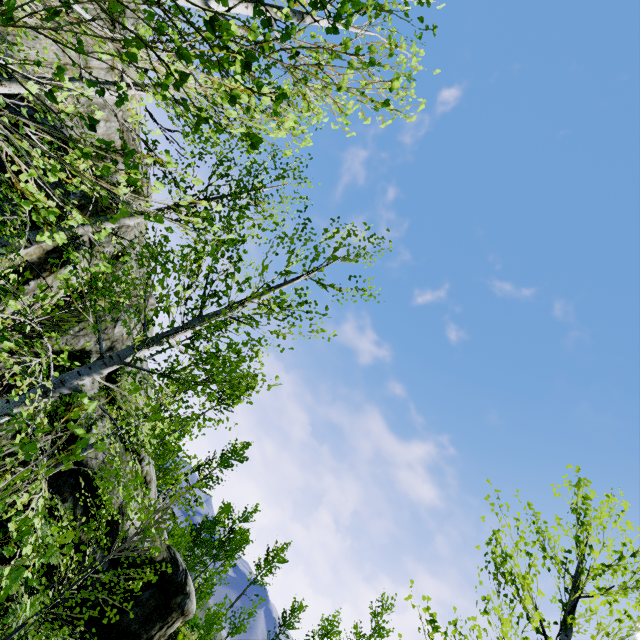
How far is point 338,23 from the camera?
3.0m

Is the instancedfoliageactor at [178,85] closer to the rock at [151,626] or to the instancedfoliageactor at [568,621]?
the rock at [151,626]

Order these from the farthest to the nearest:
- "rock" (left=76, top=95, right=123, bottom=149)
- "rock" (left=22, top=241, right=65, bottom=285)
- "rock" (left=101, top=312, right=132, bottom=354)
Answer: "rock" (left=76, top=95, right=123, bottom=149), "rock" (left=101, top=312, right=132, bottom=354), "rock" (left=22, top=241, right=65, bottom=285)

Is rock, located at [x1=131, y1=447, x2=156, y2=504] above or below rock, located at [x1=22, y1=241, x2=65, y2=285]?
below

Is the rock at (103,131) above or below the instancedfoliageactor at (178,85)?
above

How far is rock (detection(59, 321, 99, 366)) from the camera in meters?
10.0
